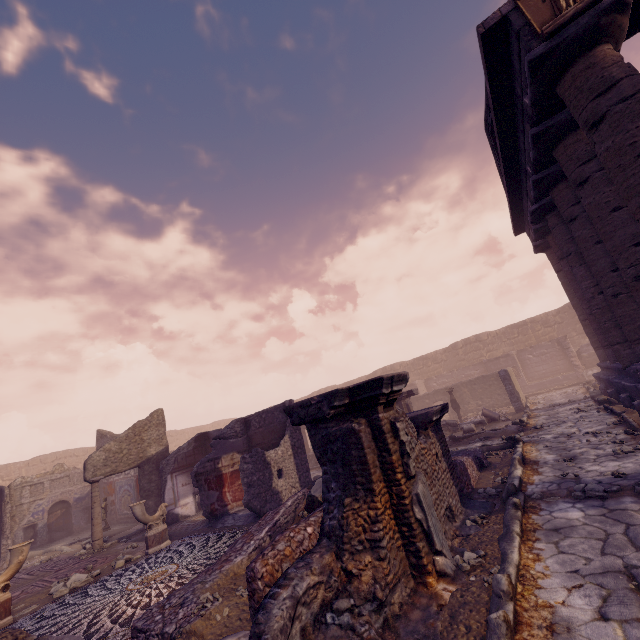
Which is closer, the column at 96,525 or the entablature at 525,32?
the entablature at 525,32

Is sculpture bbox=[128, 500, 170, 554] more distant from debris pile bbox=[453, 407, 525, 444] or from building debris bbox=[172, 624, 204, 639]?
debris pile bbox=[453, 407, 525, 444]

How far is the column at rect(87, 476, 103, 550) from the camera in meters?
10.1 m

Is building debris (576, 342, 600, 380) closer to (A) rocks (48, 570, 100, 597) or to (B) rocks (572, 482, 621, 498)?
(B) rocks (572, 482, 621, 498)

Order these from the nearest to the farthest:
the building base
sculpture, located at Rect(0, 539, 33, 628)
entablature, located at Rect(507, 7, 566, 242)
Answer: entablature, located at Rect(507, 7, 566, 242)
sculpture, located at Rect(0, 539, 33, 628)
the building base

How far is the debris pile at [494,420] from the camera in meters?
10.6 m

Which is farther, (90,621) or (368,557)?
(90,621)

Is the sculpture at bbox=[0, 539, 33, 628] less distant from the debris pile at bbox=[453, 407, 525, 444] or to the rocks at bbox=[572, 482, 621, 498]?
the rocks at bbox=[572, 482, 621, 498]
